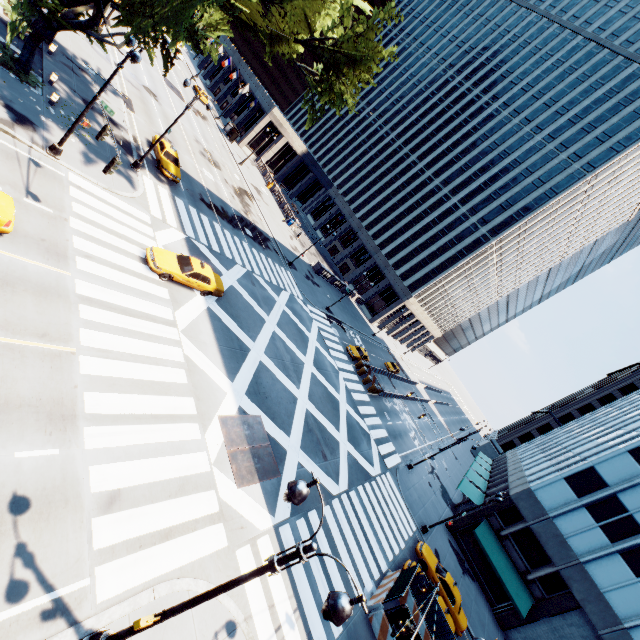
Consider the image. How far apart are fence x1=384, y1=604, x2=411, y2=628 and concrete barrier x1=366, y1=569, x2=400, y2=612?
0.01m

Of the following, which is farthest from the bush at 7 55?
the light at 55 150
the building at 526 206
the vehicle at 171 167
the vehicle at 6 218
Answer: the building at 526 206

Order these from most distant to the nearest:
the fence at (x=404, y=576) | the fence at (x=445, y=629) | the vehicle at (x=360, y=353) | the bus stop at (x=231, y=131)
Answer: the bus stop at (x=231, y=131) < the vehicle at (x=360, y=353) < the fence at (x=445, y=629) < the fence at (x=404, y=576)

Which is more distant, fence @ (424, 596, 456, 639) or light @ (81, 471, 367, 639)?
fence @ (424, 596, 456, 639)

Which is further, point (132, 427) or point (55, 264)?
point (55, 264)

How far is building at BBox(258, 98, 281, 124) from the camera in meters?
58.8 m

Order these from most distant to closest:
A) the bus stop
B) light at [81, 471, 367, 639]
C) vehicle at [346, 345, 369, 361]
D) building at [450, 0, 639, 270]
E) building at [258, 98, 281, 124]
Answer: building at [258, 98, 281, 124], the bus stop, building at [450, 0, 639, 270], vehicle at [346, 345, 369, 361], light at [81, 471, 367, 639]

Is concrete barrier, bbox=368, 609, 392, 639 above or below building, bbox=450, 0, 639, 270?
below
